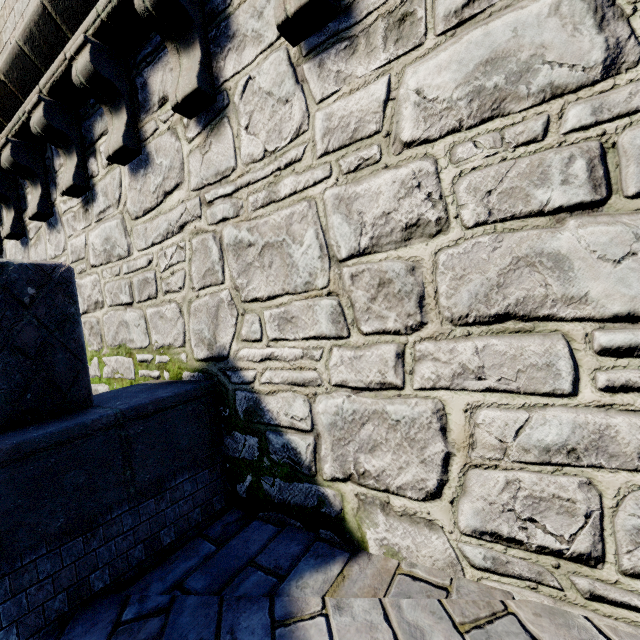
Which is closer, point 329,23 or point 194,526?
point 329,23
